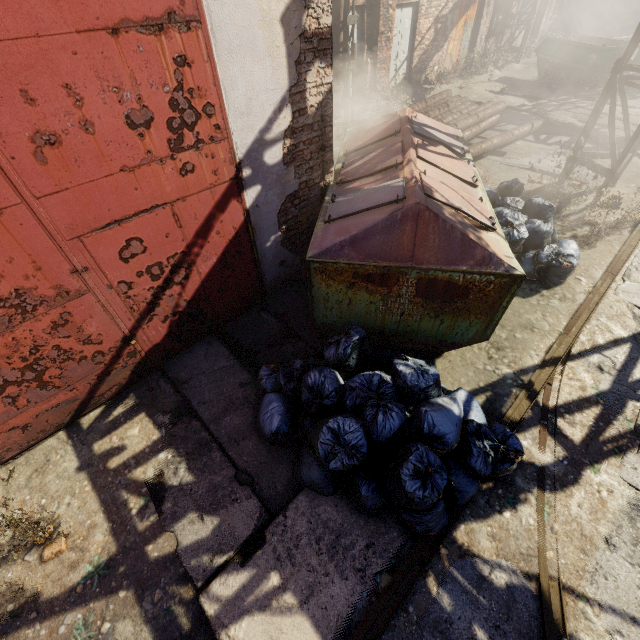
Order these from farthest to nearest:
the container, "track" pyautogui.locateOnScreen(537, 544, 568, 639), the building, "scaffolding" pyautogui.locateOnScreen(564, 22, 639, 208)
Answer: the building
the container
"scaffolding" pyautogui.locateOnScreen(564, 22, 639, 208)
"track" pyautogui.locateOnScreen(537, 544, 568, 639)

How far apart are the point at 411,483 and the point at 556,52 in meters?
18.8 m

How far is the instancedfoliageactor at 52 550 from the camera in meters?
2.9

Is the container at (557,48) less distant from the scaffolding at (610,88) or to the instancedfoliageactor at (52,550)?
the scaffolding at (610,88)

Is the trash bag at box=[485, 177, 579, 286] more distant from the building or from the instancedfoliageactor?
the building

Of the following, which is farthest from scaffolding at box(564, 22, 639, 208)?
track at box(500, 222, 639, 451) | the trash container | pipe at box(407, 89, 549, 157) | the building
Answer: the building

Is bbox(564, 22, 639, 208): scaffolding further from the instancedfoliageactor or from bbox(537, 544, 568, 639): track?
the instancedfoliageactor

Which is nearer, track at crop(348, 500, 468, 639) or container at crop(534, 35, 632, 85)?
track at crop(348, 500, 468, 639)
